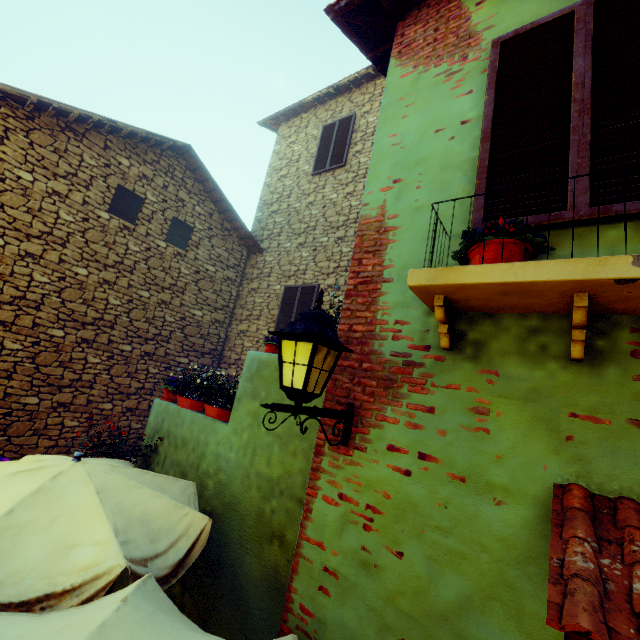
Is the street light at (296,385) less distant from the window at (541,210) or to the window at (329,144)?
the window at (541,210)

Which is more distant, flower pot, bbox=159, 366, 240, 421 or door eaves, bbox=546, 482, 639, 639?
flower pot, bbox=159, 366, 240, 421

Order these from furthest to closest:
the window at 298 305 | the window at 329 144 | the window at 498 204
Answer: the window at 329 144 → the window at 298 305 → the window at 498 204

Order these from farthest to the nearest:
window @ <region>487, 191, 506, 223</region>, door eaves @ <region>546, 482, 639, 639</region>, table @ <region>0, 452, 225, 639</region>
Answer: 1. window @ <region>487, 191, 506, 223</region>
2. table @ <region>0, 452, 225, 639</region>
3. door eaves @ <region>546, 482, 639, 639</region>

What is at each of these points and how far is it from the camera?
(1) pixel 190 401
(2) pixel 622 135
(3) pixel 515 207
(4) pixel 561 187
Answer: (1) flower pot, 4.8 meters
(2) window, 1.8 meters
(3) window, 2.0 meters
(4) window, 1.9 meters

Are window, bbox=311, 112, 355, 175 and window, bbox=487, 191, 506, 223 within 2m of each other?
no

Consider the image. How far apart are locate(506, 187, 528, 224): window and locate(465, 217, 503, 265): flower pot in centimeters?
21cm

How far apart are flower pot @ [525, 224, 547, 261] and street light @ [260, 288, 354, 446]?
0.8m
